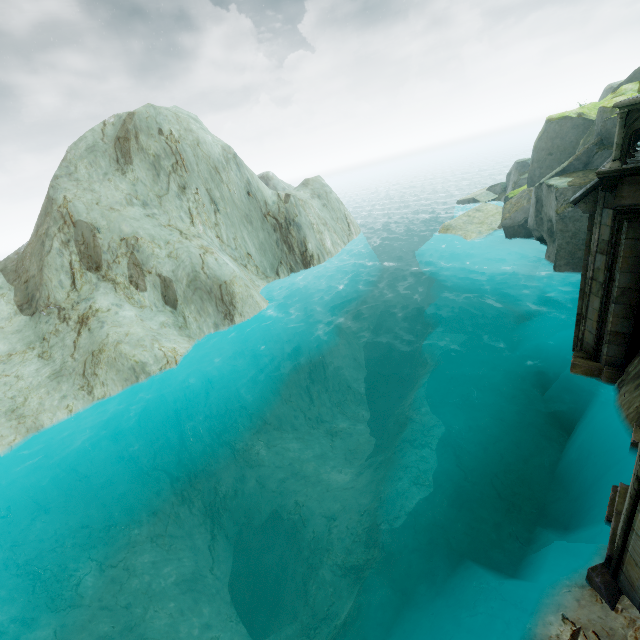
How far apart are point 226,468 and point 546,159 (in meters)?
28.18
